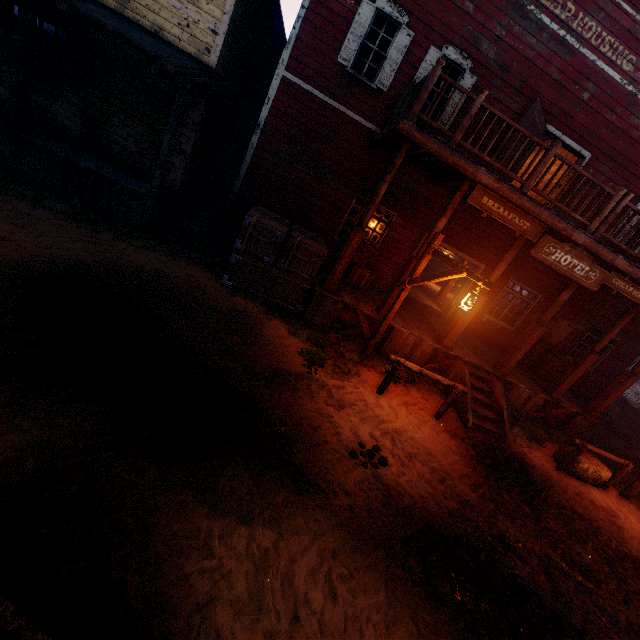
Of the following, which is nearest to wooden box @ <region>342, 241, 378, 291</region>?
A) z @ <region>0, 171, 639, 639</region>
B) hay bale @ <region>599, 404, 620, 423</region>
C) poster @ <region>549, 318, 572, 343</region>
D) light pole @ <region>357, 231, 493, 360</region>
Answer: z @ <region>0, 171, 639, 639</region>

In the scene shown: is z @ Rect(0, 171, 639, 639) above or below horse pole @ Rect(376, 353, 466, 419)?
below

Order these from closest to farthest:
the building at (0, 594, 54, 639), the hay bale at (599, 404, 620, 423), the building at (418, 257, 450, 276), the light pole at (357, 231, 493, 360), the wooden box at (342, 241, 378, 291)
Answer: the building at (0, 594, 54, 639) < the light pole at (357, 231, 493, 360) < the wooden box at (342, 241, 378, 291) < the hay bale at (599, 404, 620, 423) < the building at (418, 257, 450, 276)

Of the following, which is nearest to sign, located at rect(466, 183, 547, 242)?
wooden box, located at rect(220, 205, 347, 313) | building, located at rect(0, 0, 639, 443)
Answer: building, located at rect(0, 0, 639, 443)

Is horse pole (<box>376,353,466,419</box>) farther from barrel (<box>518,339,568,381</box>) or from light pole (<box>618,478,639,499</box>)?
barrel (<box>518,339,568,381</box>)

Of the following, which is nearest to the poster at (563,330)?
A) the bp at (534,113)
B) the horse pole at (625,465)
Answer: the bp at (534,113)

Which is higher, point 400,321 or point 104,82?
point 104,82

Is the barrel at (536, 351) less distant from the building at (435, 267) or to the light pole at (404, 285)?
the building at (435, 267)
